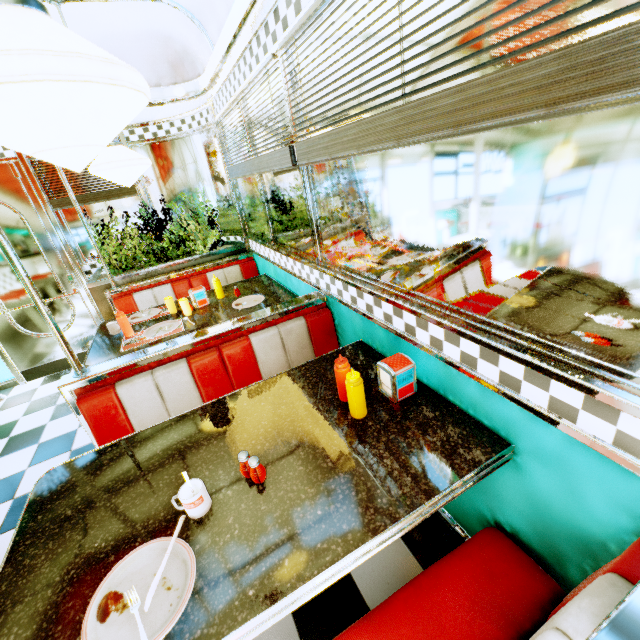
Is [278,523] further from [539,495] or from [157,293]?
[157,293]

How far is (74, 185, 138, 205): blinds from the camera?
3.8m

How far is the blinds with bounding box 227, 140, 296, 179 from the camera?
2.0 meters

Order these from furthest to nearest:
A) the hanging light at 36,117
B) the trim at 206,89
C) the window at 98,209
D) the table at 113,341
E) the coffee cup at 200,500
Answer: the window at 98,209 < the table at 113,341 < the trim at 206,89 < the coffee cup at 200,500 < the hanging light at 36,117

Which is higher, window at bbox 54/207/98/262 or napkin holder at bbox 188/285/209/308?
window at bbox 54/207/98/262

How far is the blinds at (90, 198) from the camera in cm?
382

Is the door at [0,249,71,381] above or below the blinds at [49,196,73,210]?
below

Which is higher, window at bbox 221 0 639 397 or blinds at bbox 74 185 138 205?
blinds at bbox 74 185 138 205
